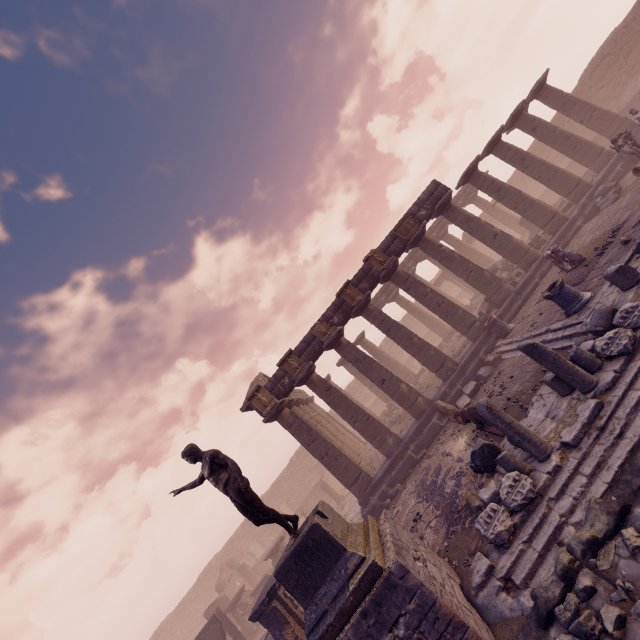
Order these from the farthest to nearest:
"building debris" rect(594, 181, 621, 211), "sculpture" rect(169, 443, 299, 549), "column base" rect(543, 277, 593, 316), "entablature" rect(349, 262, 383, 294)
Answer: "entablature" rect(349, 262, 383, 294)
"building debris" rect(594, 181, 621, 211)
"column base" rect(543, 277, 593, 316)
"sculpture" rect(169, 443, 299, 549)

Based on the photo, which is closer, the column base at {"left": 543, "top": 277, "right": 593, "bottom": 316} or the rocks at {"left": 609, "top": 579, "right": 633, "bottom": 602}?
the rocks at {"left": 609, "top": 579, "right": 633, "bottom": 602}

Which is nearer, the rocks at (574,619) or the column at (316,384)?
the rocks at (574,619)

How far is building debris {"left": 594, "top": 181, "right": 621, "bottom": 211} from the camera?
14.0 meters

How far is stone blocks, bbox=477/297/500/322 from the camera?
15.95m

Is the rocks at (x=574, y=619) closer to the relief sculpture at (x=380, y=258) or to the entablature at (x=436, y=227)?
the entablature at (x=436, y=227)

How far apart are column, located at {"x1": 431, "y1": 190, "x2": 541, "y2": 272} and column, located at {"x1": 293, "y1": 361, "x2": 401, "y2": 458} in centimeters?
986cm

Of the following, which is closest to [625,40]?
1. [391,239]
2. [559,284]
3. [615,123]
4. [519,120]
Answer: [615,123]
